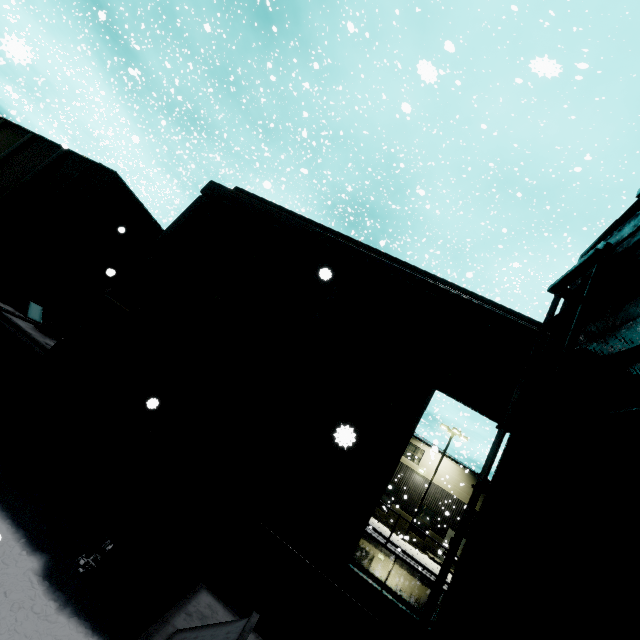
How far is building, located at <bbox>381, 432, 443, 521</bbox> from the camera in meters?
28.1

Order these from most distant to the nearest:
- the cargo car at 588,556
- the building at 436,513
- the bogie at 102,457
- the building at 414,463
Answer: the building at 414,463
the building at 436,513
the bogie at 102,457
the cargo car at 588,556

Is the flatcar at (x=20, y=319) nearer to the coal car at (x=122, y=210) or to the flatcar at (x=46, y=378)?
the flatcar at (x=46, y=378)

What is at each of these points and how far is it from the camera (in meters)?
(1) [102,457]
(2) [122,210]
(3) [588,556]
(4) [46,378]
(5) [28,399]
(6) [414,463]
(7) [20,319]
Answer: (1) bogie, 3.91
(2) coal car, 6.31
(3) cargo car, 1.12
(4) flatcar, 4.34
(5) bogie, 4.42
(6) building, 29.62
(7) flatcar, 4.95

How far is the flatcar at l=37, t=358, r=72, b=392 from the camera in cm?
420

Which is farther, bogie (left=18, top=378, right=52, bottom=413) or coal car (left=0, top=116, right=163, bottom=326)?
coal car (left=0, top=116, right=163, bottom=326)

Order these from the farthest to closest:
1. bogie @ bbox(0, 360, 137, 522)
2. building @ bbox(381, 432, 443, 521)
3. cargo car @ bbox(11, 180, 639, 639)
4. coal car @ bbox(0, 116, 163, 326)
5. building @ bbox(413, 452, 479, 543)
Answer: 1. building @ bbox(381, 432, 443, 521)
2. building @ bbox(413, 452, 479, 543)
3. coal car @ bbox(0, 116, 163, 326)
4. bogie @ bbox(0, 360, 137, 522)
5. cargo car @ bbox(11, 180, 639, 639)
